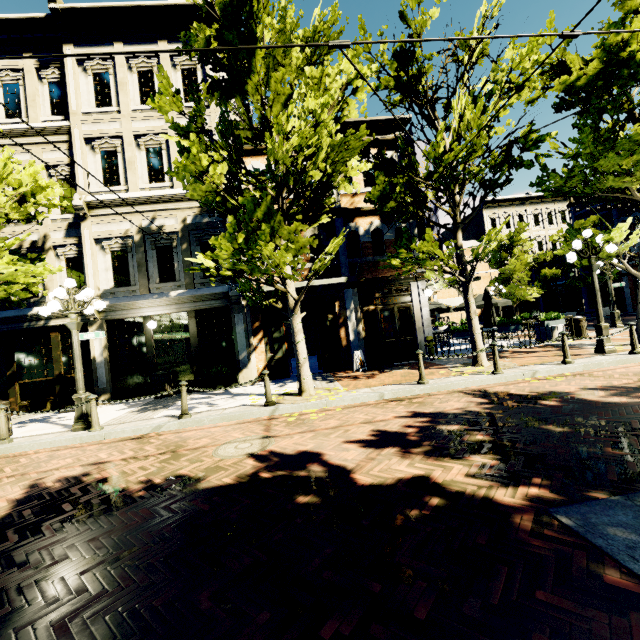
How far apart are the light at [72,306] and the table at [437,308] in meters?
12.2 m

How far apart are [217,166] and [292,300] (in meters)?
3.71

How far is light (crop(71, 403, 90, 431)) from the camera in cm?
760

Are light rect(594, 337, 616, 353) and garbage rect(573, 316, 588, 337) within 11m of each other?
yes

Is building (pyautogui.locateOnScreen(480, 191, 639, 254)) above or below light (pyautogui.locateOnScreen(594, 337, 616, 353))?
above

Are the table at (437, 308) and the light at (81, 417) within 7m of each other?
no

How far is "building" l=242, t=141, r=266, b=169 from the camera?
12.5 meters

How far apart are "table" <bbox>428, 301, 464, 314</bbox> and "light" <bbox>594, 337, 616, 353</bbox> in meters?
5.9
